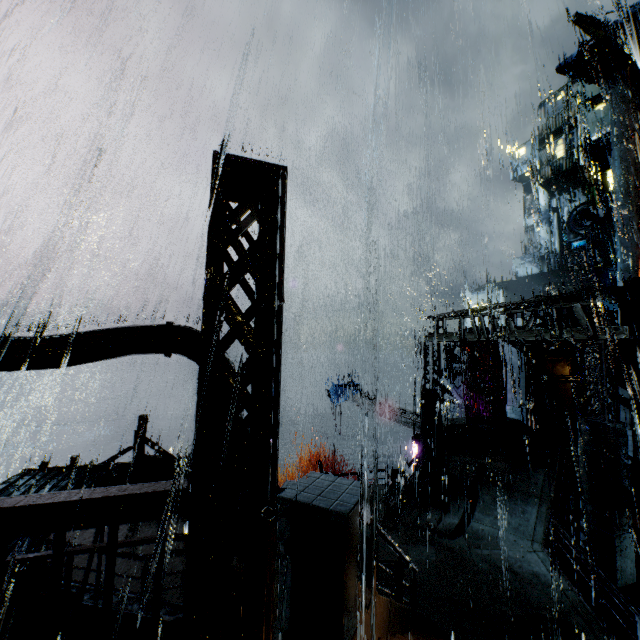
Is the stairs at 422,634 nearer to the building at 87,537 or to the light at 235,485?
the building at 87,537

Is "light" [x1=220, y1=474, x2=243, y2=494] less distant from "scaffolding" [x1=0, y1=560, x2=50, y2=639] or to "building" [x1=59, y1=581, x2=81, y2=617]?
"building" [x1=59, y1=581, x2=81, y2=617]

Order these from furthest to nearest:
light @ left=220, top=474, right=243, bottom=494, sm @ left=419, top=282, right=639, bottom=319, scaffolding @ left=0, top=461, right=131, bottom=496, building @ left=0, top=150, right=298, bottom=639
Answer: sm @ left=419, top=282, right=639, bottom=319 < scaffolding @ left=0, top=461, right=131, bottom=496 < light @ left=220, top=474, right=243, bottom=494 < building @ left=0, top=150, right=298, bottom=639

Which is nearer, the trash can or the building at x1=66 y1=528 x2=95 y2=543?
the building at x1=66 y1=528 x2=95 y2=543

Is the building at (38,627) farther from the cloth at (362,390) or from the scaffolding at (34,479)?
the cloth at (362,390)

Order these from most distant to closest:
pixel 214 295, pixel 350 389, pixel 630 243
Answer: pixel 630 243 → pixel 350 389 → pixel 214 295

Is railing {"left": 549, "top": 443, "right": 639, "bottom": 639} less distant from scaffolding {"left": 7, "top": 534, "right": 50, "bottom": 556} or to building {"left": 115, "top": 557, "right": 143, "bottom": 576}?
building {"left": 115, "top": 557, "right": 143, "bottom": 576}

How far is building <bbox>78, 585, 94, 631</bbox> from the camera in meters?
8.1 m
